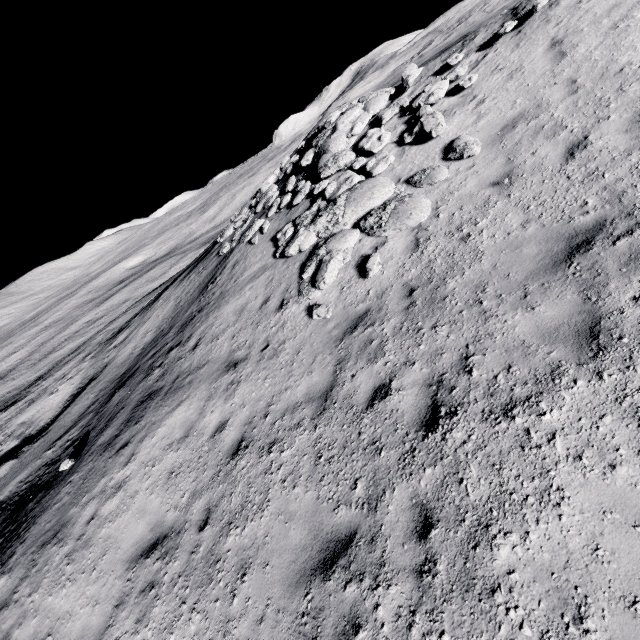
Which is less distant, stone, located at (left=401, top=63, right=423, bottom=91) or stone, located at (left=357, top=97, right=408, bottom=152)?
stone, located at (left=357, top=97, right=408, bottom=152)

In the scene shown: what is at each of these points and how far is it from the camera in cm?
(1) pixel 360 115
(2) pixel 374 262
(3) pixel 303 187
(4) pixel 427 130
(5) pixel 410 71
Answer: (1) stone, 1237
(2) stone, 762
(3) stone, 1284
(4) stone, 910
(5) stone, 1154

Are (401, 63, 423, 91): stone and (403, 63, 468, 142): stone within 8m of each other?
yes

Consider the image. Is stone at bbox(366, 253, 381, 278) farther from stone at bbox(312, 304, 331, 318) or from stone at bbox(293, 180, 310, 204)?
stone at bbox(293, 180, 310, 204)

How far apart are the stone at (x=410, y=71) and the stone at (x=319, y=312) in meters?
9.1 m

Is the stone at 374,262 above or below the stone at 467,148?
below

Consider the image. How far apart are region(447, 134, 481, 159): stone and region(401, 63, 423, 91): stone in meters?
4.7 m

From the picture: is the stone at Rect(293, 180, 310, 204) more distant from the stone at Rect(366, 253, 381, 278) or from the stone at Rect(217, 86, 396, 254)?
the stone at Rect(366, 253, 381, 278)
